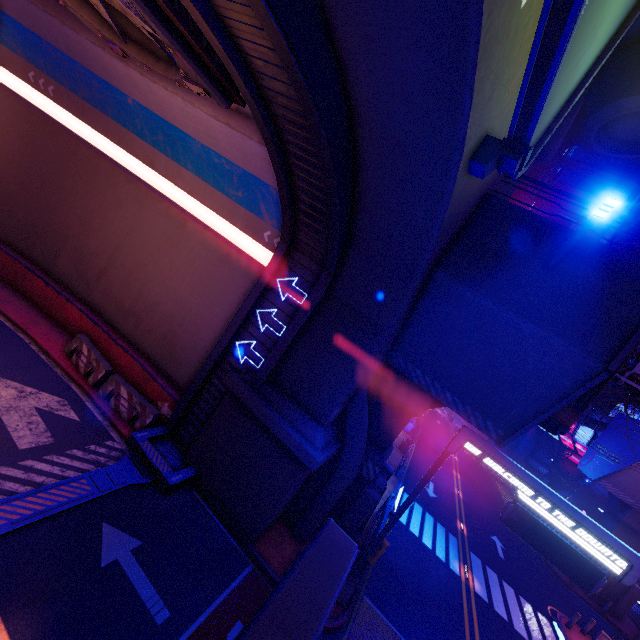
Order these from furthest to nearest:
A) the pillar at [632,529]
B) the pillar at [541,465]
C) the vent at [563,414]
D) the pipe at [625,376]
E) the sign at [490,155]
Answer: the pillar at [541,465] → the pillar at [632,529] → the pipe at [625,376] → the vent at [563,414] → the sign at [490,155]

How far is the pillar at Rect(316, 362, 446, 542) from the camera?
12.61m

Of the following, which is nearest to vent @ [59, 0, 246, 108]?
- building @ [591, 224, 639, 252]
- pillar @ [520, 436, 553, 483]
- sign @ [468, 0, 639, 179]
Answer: sign @ [468, 0, 639, 179]

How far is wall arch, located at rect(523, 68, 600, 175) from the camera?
10.3m

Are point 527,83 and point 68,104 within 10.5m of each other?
no

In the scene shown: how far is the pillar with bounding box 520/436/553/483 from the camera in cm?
4834

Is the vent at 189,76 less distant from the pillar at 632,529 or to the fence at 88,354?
the fence at 88,354

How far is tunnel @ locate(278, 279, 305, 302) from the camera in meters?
11.5
